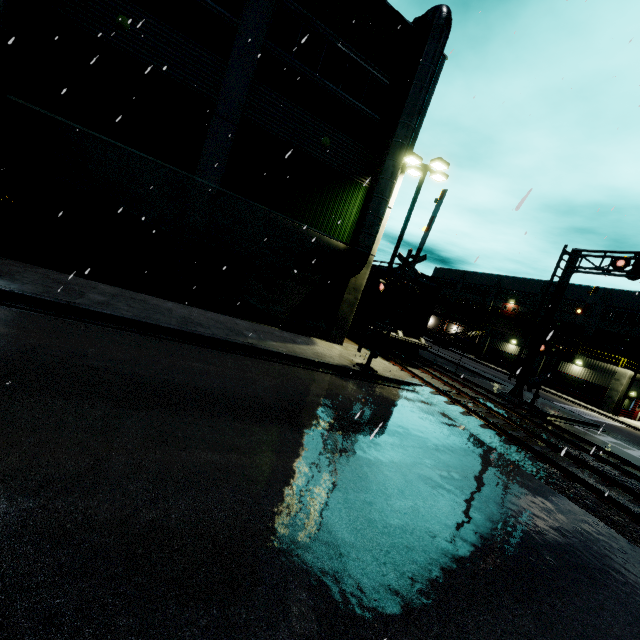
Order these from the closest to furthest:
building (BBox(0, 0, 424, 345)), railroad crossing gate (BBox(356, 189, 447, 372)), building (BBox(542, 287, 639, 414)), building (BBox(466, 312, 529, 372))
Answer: building (BBox(0, 0, 424, 345)), railroad crossing gate (BBox(356, 189, 447, 372)), building (BBox(542, 287, 639, 414)), building (BBox(466, 312, 529, 372))

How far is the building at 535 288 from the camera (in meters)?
50.56

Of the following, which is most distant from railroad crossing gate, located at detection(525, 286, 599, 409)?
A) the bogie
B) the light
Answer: the bogie

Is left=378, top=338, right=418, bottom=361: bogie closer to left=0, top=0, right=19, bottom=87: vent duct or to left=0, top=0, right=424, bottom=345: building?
left=0, top=0, right=424, bottom=345: building

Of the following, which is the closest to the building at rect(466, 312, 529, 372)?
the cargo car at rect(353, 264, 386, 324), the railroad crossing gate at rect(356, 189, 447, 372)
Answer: the cargo car at rect(353, 264, 386, 324)

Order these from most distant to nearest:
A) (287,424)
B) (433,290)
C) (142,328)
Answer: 1. (433,290)
2. (142,328)
3. (287,424)

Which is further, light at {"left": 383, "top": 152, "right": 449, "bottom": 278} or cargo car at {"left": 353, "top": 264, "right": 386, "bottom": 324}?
cargo car at {"left": 353, "top": 264, "right": 386, "bottom": 324}
